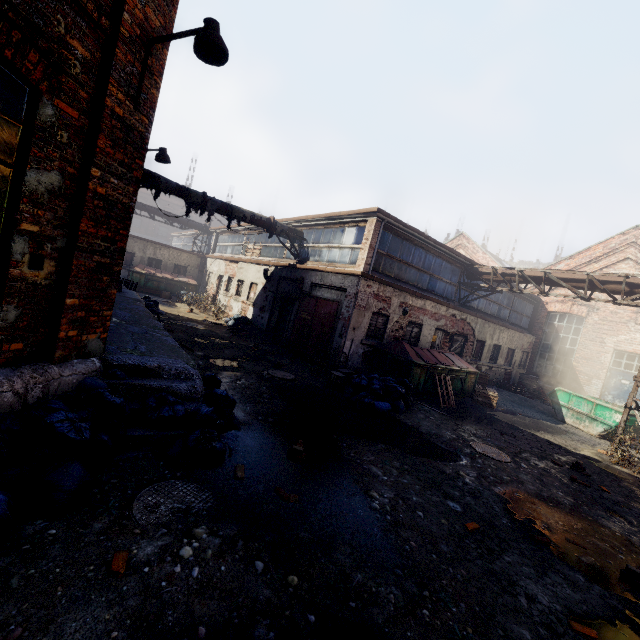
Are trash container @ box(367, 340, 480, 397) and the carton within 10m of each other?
yes

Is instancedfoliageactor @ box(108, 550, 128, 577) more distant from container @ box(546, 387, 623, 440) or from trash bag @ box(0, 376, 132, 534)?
container @ box(546, 387, 623, 440)

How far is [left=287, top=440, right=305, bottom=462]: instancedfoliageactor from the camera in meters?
5.1

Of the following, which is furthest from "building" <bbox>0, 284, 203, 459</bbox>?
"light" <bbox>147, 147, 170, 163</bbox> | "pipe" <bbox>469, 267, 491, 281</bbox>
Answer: "pipe" <bbox>469, 267, 491, 281</bbox>

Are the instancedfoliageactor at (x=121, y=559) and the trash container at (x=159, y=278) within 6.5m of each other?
no

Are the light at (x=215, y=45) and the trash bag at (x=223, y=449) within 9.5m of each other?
yes

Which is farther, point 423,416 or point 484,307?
point 484,307

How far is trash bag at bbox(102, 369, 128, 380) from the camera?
4.50m
